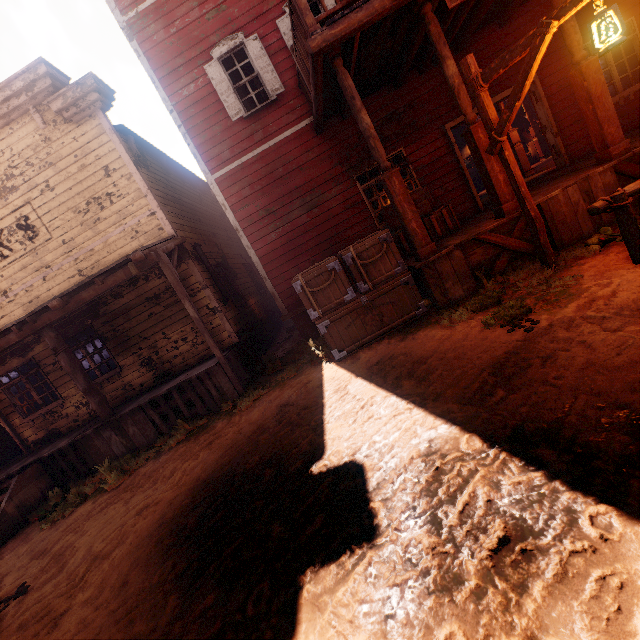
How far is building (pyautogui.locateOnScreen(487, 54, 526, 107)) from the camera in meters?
7.7 m

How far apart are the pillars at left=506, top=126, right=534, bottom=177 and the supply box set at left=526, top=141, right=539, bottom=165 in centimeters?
644cm

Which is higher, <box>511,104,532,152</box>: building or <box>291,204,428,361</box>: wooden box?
<box>511,104,532,152</box>: building

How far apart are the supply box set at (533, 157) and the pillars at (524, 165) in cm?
644

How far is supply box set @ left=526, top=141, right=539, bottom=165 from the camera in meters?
16.2

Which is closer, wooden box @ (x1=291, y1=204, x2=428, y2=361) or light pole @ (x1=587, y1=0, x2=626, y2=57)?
light pole @ (x1=587, y1=0, x2=626, y2=57)

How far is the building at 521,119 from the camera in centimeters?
1725cm

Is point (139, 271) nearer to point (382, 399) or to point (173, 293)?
point (173, 293)
